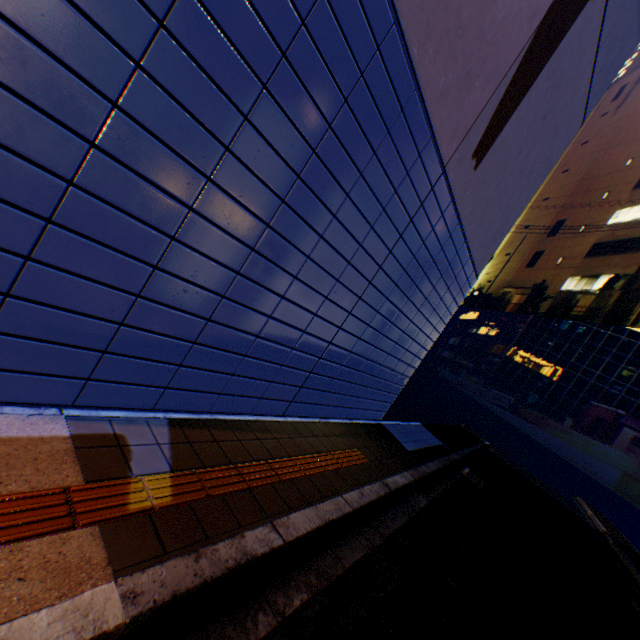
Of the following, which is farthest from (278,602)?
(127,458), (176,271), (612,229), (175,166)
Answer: (612,229)
